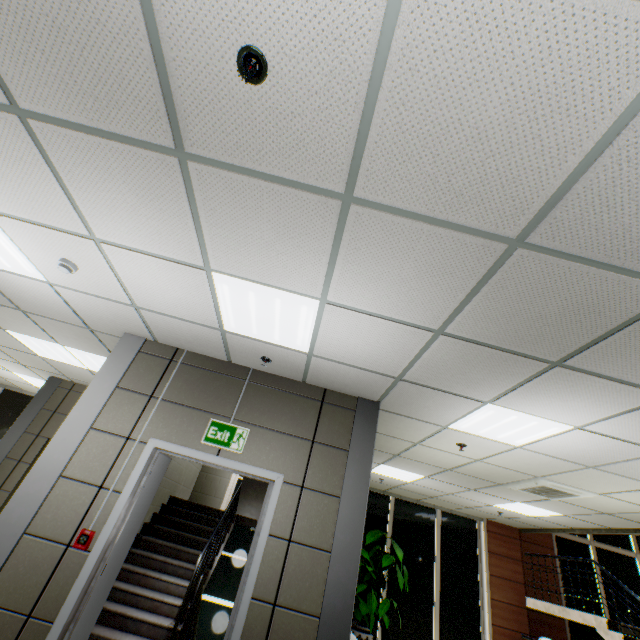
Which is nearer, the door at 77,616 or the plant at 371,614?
the door at 77,616

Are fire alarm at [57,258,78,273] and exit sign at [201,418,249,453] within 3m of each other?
yes

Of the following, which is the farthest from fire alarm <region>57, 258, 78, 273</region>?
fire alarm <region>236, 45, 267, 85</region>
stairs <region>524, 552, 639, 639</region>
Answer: stairs <region>524, 552, 639, 639</region>

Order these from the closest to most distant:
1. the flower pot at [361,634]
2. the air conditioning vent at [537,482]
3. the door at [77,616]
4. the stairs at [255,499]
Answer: the door at [77,616] → the air conditioning vent at [537,482] → the stairs at [255,499] → the flower pot at [361,634]

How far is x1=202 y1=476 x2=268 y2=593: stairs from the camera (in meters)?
5.62

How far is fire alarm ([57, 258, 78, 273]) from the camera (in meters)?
3.05

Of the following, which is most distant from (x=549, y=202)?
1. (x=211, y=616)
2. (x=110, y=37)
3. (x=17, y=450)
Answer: (x=211, y=616)

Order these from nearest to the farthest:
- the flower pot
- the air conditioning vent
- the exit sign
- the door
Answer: the door, the exit sign, the air conditioning vent, the flower pot
